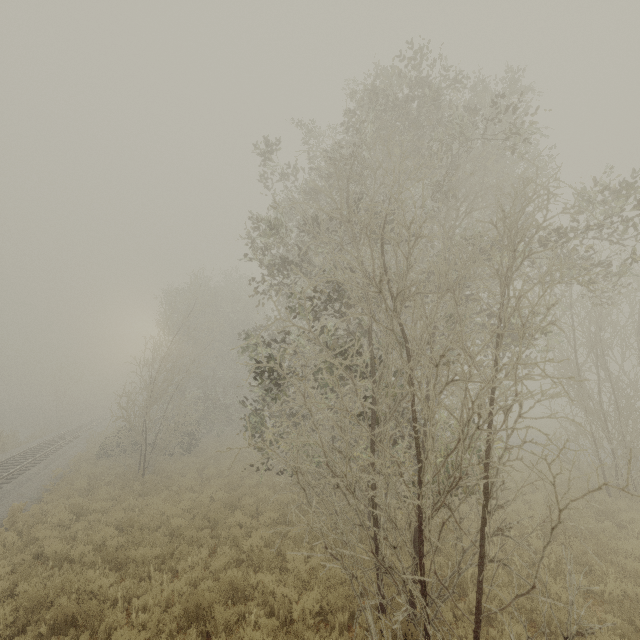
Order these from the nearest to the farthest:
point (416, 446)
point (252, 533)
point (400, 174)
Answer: point (416, 446) < point (252, 533) < point (400, 174)
